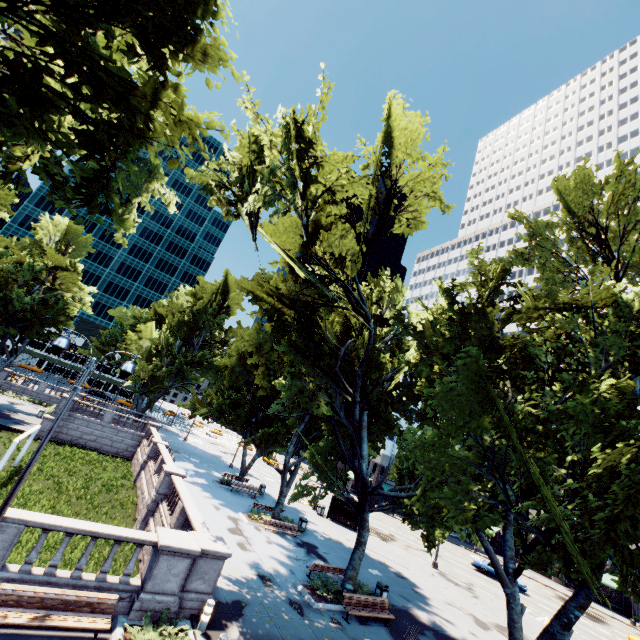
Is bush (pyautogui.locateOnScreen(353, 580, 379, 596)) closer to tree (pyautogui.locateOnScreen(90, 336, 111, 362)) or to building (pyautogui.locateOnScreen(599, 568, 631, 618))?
tree (pyautogui.locateOnScreen(90, 336, 111, 362))

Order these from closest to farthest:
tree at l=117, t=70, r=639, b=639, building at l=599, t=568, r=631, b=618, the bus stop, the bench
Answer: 1. the bench
2. tree at l=117, t=70, r=639, b=639
3. the bus stop
4. building at l=599, t=568, r=631, b=618

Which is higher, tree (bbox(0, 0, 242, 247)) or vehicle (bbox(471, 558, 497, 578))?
tree (bbox(0, 0, 242, 247))

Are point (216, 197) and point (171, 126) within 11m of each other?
yes

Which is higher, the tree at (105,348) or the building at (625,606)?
the tree at (105,348)

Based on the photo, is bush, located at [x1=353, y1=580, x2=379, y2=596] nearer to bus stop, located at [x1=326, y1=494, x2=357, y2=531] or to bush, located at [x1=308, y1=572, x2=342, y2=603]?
bush, located at [x1=308, y1=572, x2=342, y2=603]

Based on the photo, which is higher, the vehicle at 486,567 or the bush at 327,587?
the vehicle at 486,567

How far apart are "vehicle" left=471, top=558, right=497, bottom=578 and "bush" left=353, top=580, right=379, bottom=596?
26.0 meters
